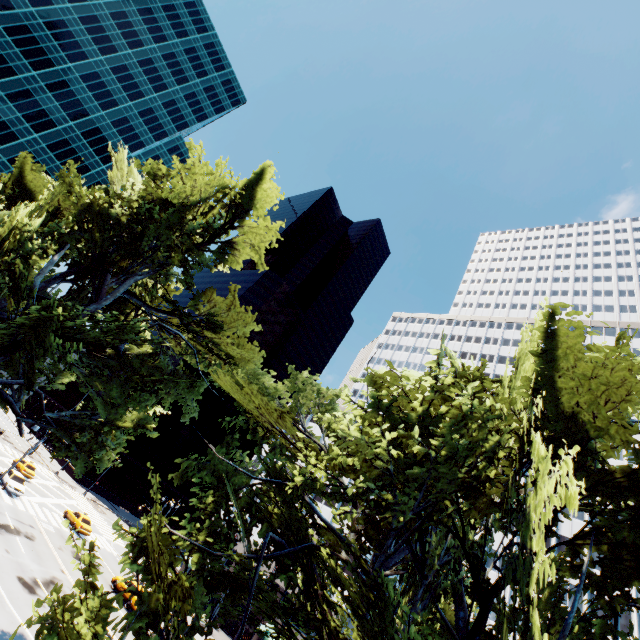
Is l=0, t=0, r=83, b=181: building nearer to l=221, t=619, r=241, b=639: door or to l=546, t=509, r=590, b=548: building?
l=546, t=509, r=590, b=548: building

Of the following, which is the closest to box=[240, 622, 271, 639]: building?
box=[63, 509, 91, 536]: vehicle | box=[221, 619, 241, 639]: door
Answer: box=[221, 619, 241, 639]: door

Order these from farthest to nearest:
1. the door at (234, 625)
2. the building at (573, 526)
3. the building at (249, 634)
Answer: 1. the building at (573, 526)
2. the door at (234, 625)
3. the building at (249, 634)

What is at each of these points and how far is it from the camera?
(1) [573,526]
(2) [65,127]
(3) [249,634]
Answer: (1) building, 45.7m
(2) building, 58.9m
(3) building, 37.7m

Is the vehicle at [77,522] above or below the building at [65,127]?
below

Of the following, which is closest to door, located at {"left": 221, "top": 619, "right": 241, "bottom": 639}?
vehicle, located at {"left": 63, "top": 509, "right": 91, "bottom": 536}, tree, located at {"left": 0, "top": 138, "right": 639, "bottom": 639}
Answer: tree, located at {"left": 0, "top": 138, "right": 639, "bottom": 639}

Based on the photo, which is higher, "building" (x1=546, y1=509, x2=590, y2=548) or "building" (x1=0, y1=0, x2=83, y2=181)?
"building" (x1=0, y1=0, x2=83, y2=181)

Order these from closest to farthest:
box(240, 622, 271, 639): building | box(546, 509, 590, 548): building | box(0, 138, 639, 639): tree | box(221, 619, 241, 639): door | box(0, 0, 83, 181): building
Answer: box(0, 138, 639, 639): tree, box(240, 622, 271, 639): building, box(221, 619, 241, 639): door, box(546, 509, 590, 548): building, box(0, 0, 83, 181): building
